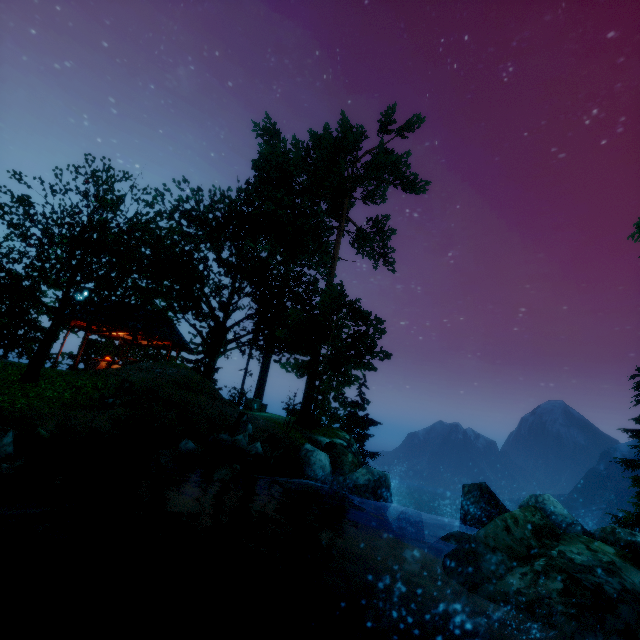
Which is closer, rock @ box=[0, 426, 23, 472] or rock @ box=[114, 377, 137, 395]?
rock @ box=[0, 426, 23, 472]

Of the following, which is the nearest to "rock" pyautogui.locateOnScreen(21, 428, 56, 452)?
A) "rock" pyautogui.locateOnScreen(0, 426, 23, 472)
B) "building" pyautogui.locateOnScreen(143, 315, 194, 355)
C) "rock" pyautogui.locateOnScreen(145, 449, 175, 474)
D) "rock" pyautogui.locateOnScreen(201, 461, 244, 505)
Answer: "rock" pyautogui.locateOnScreen(0, 426, 23, 472)

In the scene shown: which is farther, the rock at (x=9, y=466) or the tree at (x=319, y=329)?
the tree at (x=319, y=329)

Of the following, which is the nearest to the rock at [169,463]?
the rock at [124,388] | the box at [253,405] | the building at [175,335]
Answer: the rock at [124,388]

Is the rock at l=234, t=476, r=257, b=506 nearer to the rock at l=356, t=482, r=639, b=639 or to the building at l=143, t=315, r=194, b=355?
the rock at l=356, t=482, r=639, b=639

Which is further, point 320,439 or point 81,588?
point 320,439

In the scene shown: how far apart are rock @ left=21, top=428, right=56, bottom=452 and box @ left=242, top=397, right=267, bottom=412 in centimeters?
1403cm

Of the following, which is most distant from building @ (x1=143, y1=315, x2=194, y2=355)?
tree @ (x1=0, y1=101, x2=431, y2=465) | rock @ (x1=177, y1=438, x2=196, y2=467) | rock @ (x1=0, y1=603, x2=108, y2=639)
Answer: rock @ (x1=0, y1=603, x2=108, y2=639)
